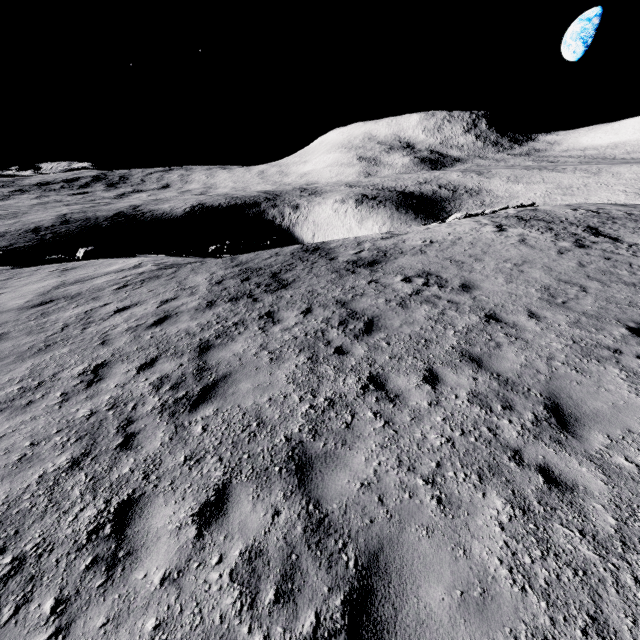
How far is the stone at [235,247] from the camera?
19.9 meters

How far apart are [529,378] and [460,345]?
1.46m

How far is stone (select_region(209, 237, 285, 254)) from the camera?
19.9m
